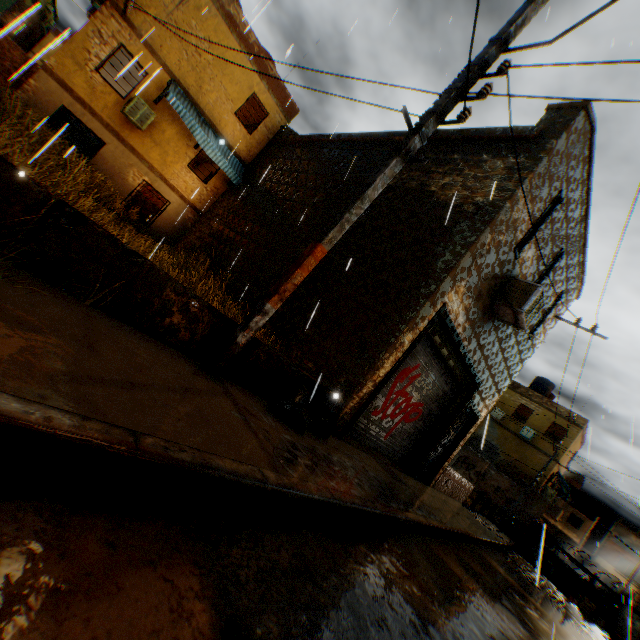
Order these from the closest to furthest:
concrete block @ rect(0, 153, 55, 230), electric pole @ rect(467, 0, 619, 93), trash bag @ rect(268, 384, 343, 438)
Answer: concrete block @ rect(0, 153, 55, 230) → electric pole @ rect(467, 0, 619, 93) → trash bag @ rect(268, 384, 343, 438)

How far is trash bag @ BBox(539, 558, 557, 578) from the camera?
14.9 meters

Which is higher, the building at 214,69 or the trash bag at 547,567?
the building at 214,69

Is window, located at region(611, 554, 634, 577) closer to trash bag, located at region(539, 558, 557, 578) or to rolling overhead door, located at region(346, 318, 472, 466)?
trash bag, located at region(539, 558, 557, 578)

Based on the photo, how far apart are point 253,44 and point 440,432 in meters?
17.1

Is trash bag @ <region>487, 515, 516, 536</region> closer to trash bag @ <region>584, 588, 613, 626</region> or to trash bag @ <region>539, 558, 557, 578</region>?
trash bag @ <region>539, 558, 557, 578</region>

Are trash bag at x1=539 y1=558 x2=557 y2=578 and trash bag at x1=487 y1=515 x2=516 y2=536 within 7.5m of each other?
yes

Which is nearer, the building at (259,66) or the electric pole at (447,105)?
the electric pole at (447,105)
